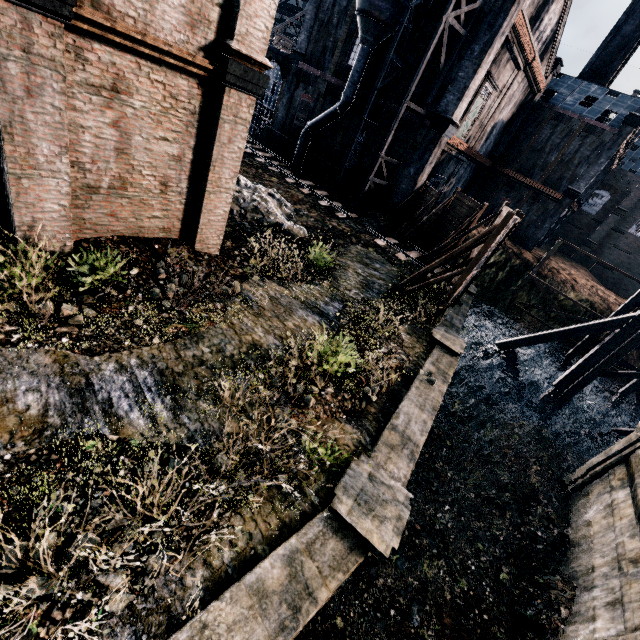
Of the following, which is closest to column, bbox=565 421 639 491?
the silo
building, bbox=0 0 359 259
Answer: building, bbox=0 0 359 259

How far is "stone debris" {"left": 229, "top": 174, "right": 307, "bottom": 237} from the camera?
16.4m

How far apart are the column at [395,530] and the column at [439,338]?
7.7m

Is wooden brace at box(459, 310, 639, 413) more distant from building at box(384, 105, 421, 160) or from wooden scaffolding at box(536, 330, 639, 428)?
building at box(384, 105, 421, 160)

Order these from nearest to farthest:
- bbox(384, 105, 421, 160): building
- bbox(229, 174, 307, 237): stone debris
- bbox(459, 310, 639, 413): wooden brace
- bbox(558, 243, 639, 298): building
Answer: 1. bbox(229, 174, 307, 237): stone debris
2. bbox(459, 310, 639, 413): wooden brace
3. bbox(384, 105, 421, 160): building
4. bbox(558, 243, 639, 298): building

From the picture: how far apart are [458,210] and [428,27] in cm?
1284

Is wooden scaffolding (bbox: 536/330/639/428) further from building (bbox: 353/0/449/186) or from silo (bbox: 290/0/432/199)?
silo (bbox: 290/0/432/199)

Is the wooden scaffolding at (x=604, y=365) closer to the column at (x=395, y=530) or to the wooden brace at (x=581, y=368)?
the wooden brace at (x=581, y=368)
